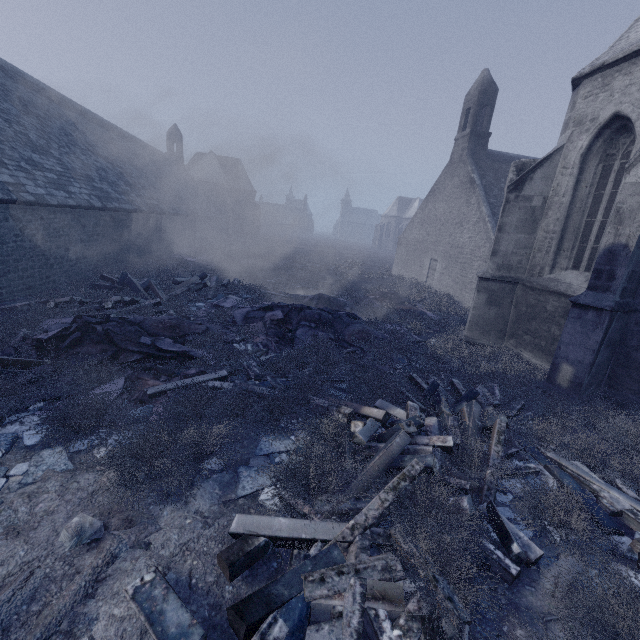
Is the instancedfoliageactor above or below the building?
below

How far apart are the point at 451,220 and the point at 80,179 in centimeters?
1942cm

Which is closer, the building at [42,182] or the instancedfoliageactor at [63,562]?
the instancedfoliageactor at [63,562]

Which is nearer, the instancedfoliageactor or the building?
the instancedfoliageactor

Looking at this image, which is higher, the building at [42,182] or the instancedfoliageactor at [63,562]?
the building at [42,182]
